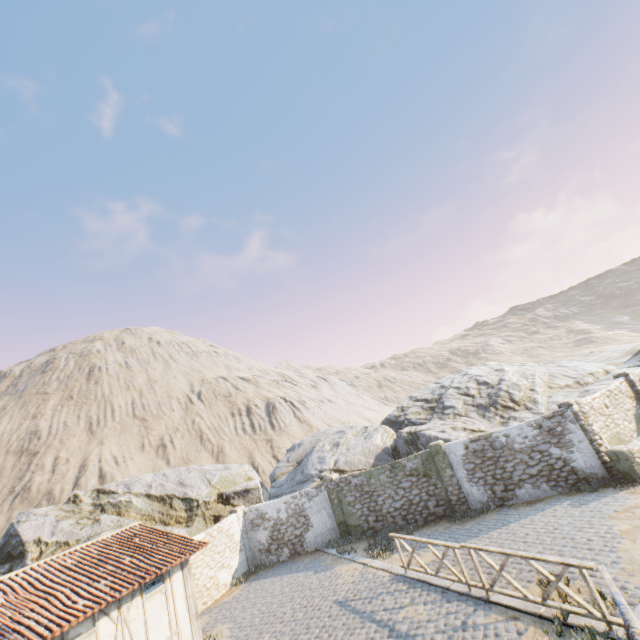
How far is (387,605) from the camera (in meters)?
9.83

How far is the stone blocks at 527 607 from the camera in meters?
7.4

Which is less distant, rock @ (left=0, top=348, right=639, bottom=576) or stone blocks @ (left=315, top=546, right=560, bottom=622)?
stone blocks @ (left=315, top=546, right=560, bottom=622)

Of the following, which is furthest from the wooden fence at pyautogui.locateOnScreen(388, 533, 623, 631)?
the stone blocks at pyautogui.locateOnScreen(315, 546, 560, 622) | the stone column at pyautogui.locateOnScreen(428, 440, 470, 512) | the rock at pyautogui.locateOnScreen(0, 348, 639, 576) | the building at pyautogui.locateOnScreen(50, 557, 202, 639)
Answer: the building at pyautogui.locateOnScreen(50, 557, 202, 639)

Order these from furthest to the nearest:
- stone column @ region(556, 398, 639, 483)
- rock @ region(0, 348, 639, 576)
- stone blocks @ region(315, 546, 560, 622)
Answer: rock @ region(0, 348, 639, 576) → stone column @ region(556, 398, 639, 483) → stone blocks @ region(315, 546, 560, 622)

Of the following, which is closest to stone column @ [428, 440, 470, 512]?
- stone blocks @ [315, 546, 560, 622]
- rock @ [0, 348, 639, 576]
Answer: rock @ [0, 348, 639, 576]

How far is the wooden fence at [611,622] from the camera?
6.3m

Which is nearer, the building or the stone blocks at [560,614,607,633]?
the stone blocks at [560,614,607,633]
